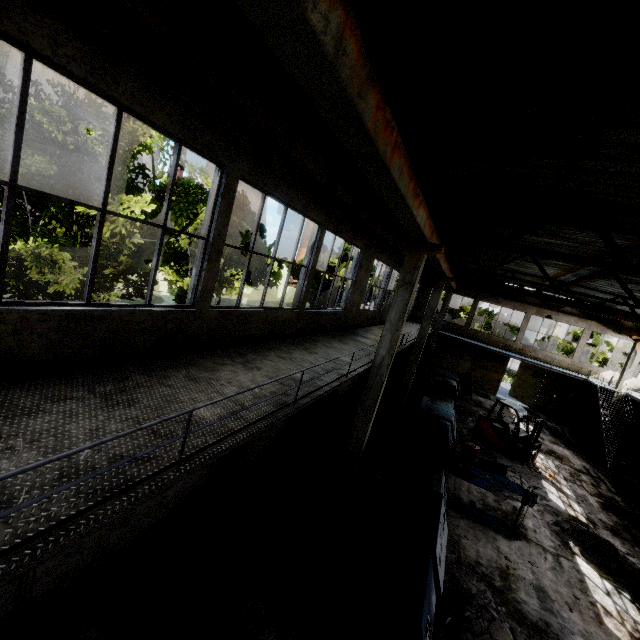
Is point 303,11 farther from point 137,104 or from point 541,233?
point 541,233

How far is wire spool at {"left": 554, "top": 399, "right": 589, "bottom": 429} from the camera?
23.56m

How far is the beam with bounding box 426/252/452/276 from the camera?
11.3 meters

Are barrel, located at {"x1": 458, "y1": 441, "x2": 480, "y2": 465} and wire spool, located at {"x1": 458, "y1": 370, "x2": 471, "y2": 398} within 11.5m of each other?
yes

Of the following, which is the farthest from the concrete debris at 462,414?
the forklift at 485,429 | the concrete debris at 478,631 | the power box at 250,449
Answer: the power box at 250,449

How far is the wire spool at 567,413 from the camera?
23.56m

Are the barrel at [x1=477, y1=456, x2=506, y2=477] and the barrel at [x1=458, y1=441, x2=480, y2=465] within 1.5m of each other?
yes

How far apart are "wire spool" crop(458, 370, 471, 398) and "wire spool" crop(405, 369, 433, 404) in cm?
501
